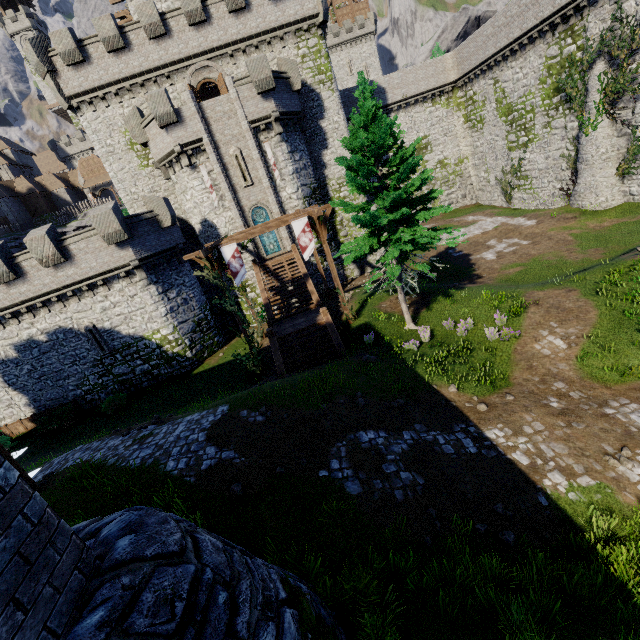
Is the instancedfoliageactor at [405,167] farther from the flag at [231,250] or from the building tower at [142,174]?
the building tower at [142,174]

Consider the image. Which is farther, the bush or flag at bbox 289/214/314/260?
the bush

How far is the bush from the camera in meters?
20.9 m

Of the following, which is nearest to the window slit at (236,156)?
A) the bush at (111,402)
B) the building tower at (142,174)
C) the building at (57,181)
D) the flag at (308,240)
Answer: the building tower at (142,174)

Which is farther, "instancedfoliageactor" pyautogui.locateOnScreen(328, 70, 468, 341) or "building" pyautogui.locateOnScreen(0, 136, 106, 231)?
"building" pyautogui.locateOnScreen(0, 136, 106, 231)

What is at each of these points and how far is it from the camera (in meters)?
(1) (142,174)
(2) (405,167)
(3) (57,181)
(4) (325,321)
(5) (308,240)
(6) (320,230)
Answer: (1) building tower, 25.67
(2) instancedfoliageactor, 12.96
(3) building, 57.28
(4) stairs, 16.41
(5) flag, 16.22
(6) wooden support, 16.38

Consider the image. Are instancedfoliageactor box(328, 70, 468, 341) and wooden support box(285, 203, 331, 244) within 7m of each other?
yes

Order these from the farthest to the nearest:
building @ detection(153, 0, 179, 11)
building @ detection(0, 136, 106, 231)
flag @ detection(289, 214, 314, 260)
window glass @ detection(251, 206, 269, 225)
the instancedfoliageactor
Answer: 1. building @ detection(0, 136, 106, 231)
2. building @ detection(153, 0, 179, 11)
3. window glass @ detection(251, 206, 269, 225)
4. flag @ detection(289, 214, 314, 260)
5. the instancedfoliageactor
